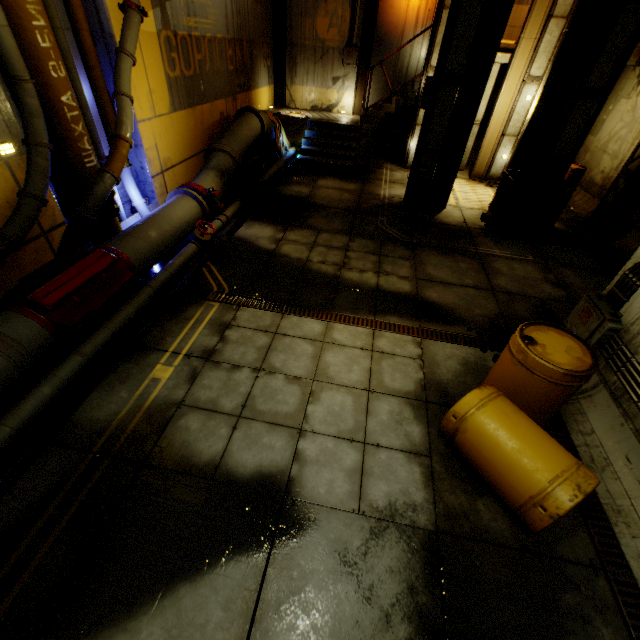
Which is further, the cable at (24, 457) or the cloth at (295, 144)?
the cloth at (295, 144)

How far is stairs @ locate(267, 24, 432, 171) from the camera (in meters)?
11.41

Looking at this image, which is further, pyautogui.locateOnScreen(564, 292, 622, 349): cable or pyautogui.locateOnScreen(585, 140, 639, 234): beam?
pyautogui.locateOnScreen(585, 140, 639, 234): beam

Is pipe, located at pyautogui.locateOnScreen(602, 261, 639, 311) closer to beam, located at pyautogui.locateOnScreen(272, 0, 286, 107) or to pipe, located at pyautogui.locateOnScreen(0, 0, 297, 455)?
pipe, located at pyautogui.locateOnScreen(0, 0, 297, 455)

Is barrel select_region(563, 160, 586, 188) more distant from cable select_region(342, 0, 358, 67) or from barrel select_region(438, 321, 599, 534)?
barrel select_region(438, 321, 599, 534)

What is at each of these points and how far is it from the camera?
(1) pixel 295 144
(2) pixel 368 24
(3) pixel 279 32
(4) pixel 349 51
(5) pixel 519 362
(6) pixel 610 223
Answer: (1) cloth, 12.6 meters
(2) beam, 11.9 meters
(3) beam, 12.3 meters
(4) cable, 12.3 meters
(5) barrel, 3.4 meters
(6) beam, 8.7 meters

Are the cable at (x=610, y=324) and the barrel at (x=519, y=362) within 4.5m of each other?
yes

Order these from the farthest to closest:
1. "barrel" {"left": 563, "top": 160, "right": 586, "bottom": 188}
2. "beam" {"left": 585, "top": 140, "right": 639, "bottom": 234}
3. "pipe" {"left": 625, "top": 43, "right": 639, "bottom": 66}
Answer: "barrel" {"left": 563, "top": 160, "right": 586, "bottom": 188} → "pipe" {"left": 625, "top": 43, "right": 639, "bottom": 66} → "beam" {"left": 585, "top": 140, "right": 639, "bottom": 234}
